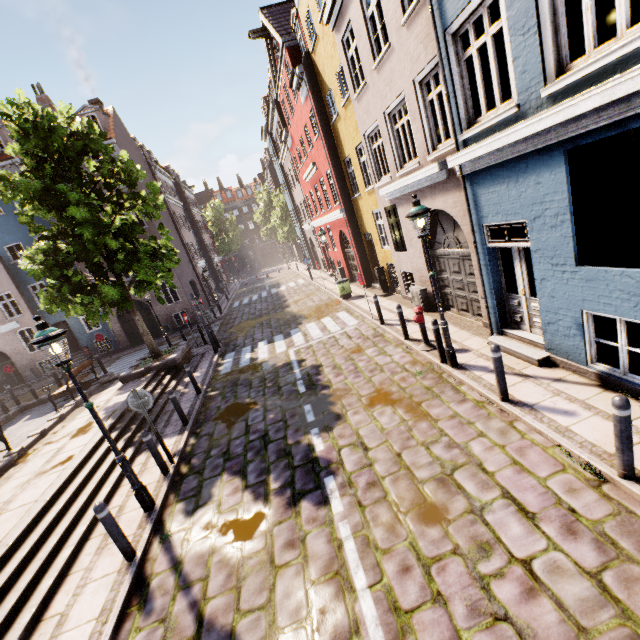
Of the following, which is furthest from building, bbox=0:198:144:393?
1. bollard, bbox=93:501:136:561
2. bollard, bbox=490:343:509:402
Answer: bollard, bbox=490:343:509:402

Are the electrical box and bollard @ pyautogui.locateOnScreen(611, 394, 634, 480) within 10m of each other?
yes

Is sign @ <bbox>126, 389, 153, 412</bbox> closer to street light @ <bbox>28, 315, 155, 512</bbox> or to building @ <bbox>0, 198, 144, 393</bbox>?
street light @ <bbox>28, 315, 155, 512</bbox>

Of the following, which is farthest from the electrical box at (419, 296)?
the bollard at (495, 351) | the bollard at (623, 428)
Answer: the bollard at (623, 428)

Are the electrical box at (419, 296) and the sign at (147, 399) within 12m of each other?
yes

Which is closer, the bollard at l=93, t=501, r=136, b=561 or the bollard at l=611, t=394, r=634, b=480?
the bollard at l=611, t=394, r=634, b=480

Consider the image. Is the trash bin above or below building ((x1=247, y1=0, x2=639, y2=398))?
below

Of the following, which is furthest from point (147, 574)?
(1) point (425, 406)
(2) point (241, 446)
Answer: (1) point (425, 406)
